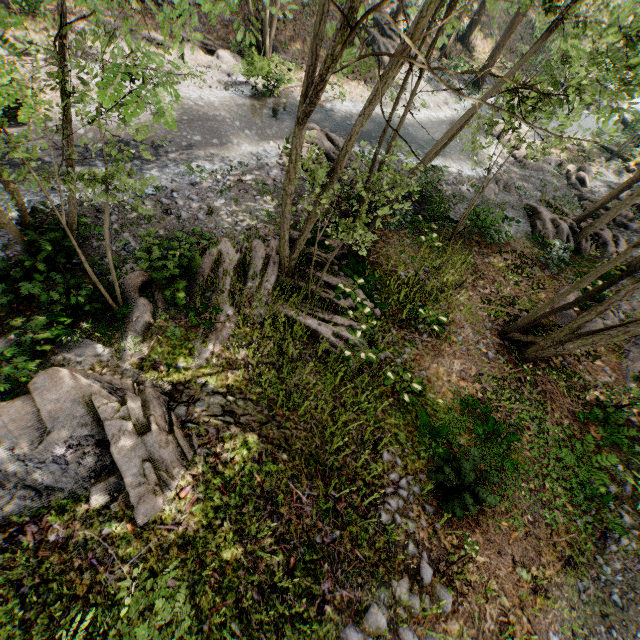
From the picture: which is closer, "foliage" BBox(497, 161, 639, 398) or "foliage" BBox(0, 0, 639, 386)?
"foliage" BBox(0, 0, 639, 386)

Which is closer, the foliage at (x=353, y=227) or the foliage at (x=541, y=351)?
the foliage at (x=353, y=227)

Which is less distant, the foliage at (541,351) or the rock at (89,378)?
the rock at (89,378)

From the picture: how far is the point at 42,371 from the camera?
6.04m

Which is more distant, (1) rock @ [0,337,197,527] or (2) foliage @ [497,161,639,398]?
(2) foliage @ [497,161,639,398]
